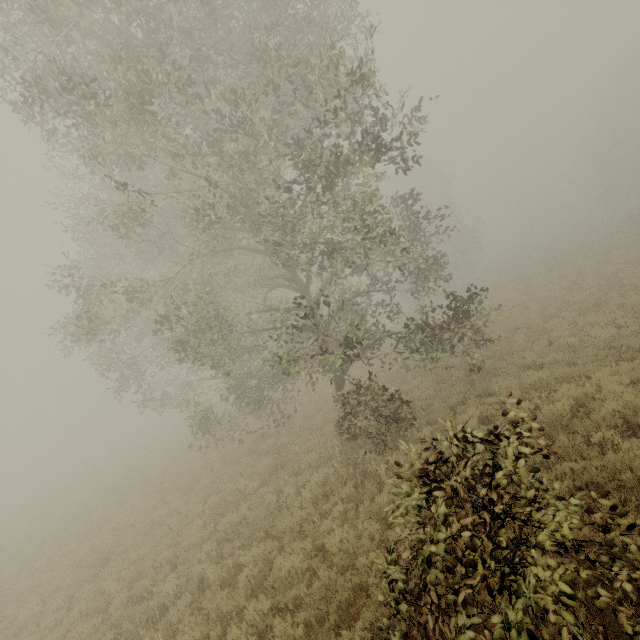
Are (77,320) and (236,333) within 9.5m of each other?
no

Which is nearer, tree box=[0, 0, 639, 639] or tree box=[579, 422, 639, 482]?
tree box=[0, 0, 639, 639]

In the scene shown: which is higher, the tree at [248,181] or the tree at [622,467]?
the tree at [248,181]

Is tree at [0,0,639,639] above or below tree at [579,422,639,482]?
above

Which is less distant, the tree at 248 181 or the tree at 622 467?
the tree at 248 181
